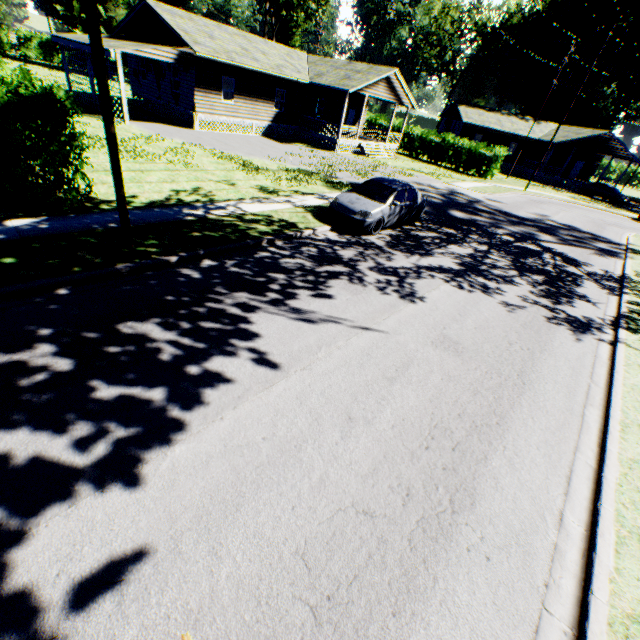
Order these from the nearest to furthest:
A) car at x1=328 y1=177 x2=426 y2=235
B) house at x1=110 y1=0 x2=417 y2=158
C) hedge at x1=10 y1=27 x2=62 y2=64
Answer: car at x1=328 y1=177 x2=426 y2=235, house at x1=110 y1=0 x2=417 y2=158, hedge at x1=10 y1=27 x2=62 y2=64

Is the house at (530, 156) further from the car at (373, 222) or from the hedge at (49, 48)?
the hedge at (49, 48)

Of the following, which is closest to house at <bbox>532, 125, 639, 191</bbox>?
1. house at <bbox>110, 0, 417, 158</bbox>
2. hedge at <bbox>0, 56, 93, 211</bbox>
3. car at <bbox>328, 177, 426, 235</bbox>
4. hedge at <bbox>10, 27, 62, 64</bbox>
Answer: house at <bbox>110, 0, 417, 158</bbox>

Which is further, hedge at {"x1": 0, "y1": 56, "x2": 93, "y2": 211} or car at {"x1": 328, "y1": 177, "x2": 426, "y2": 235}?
car at {"x1": 328, "y1": 177, "x2": 426, "y2": 235}

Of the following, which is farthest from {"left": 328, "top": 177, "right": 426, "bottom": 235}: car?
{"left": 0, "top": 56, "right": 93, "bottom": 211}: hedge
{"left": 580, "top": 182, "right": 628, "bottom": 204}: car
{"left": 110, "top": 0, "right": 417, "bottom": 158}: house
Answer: {"left": 580, "top": 182, "right": 628, "bottom": 204}: car

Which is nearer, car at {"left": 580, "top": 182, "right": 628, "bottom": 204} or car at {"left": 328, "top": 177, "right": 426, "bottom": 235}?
car at {"left": 328, "top": 177, "right": 426, "bottom": 235}

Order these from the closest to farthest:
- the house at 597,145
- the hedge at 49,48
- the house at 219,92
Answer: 1. the house at 219,92
2. the house at 597,145
3. the hedge at 49,48

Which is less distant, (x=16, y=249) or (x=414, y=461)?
(x=414, y=461)
